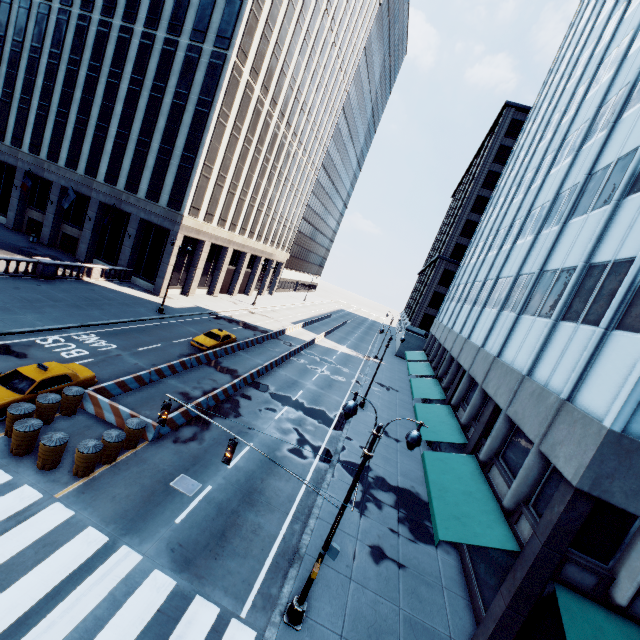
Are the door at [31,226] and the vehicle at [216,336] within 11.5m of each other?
no

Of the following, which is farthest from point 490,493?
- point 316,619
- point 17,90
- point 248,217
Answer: point 17,90

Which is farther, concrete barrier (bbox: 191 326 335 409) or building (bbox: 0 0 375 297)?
building (bbox: 0 0 375 297)

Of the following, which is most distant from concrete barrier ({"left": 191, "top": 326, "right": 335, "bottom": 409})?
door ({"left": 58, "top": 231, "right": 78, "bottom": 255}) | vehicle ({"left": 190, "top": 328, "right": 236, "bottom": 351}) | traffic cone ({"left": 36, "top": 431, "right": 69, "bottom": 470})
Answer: door ({"left": 58, "top": 231, "right": 78, "bottom": 255})

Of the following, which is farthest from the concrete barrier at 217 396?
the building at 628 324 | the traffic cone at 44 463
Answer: the building at 628 324

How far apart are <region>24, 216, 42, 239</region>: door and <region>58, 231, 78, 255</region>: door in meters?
3.0 m

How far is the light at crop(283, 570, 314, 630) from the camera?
9.70m

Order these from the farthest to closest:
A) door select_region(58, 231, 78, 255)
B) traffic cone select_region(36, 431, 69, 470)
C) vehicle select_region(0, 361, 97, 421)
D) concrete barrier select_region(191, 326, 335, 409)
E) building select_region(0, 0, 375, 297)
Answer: door select_region(58, 231, 78, 255) → building select_region(0, 0, 375, 297) → concrete barrier select_region(191, 326, 335, 409) → vehicle select_region(0, 361, 97, 421) → traffic cone select_region(36, 431, 69, 470)
